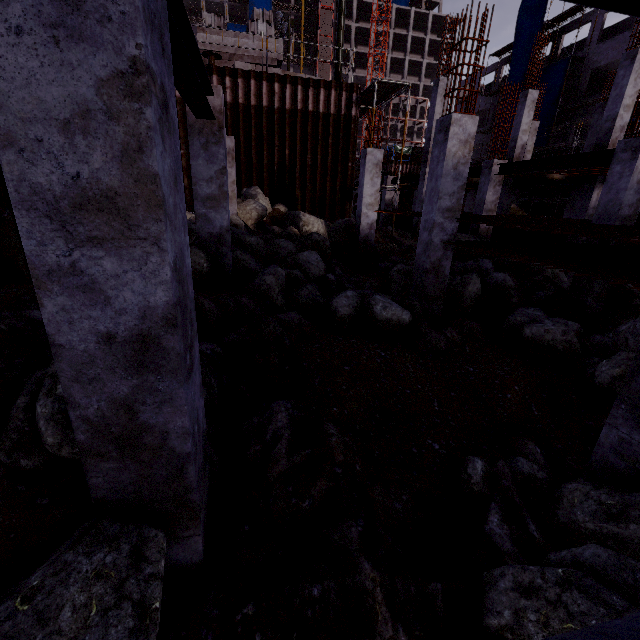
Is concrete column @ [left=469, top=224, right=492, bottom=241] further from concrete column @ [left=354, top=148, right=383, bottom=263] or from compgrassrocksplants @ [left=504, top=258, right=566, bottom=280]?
concrete column @ [left=354, top=148, right=383, bottom=263]

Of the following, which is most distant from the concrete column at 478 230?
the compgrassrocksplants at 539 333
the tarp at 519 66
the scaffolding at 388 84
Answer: the tarp at 519 66

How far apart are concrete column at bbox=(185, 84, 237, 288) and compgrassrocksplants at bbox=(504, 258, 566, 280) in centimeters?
988cm

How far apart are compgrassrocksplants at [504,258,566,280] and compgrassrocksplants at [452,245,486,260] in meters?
0.5

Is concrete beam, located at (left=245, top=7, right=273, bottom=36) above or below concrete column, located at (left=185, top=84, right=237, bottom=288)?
above

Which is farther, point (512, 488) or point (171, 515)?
point (512, 488)

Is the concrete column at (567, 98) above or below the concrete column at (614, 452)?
above

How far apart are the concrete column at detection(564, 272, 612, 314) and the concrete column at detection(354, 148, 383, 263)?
6.2 meters
